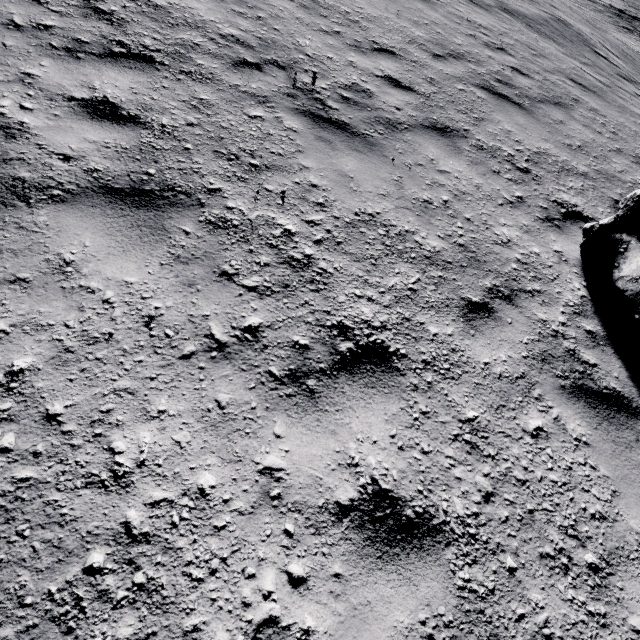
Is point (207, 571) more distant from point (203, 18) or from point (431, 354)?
point (203, 18)
